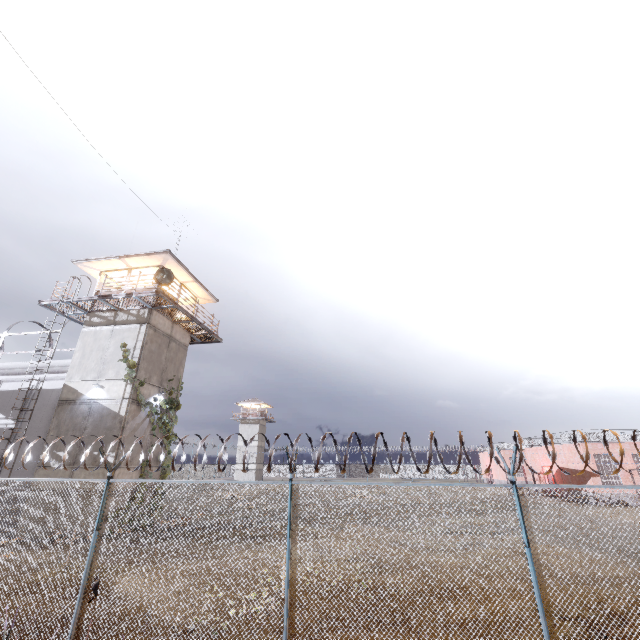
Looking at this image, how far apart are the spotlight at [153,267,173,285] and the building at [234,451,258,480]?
50.51m

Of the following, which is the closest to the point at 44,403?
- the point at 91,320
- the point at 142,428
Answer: the point at 91,320

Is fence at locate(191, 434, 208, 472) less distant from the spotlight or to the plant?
the plant

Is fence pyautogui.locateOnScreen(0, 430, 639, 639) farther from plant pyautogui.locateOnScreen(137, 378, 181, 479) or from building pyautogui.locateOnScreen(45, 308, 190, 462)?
plant pyautogui.locateOnScreen(137, 378, 181, 479)

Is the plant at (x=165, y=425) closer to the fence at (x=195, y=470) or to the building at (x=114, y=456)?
the building at (x=114, y=456)

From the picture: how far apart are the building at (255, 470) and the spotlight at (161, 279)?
50.51m

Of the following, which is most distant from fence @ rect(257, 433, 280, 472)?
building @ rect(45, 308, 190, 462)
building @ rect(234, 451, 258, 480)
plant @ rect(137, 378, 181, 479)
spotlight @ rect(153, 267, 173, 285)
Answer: building @ rect(234, 451, 258, 480)
